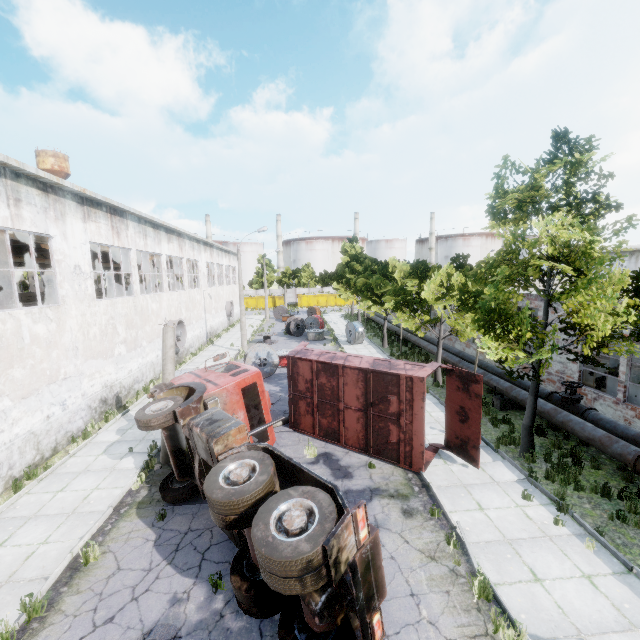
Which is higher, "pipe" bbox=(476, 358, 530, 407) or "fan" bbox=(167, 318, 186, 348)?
"fan" bbox=(167, 318, 186, 348)

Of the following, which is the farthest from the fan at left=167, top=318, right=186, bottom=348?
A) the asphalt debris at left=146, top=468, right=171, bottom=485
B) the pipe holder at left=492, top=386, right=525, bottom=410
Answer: the pipe holder at left=492, top=386, right=525, bottom=410

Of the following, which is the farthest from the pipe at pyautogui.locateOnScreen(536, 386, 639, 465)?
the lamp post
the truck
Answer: the lamp post

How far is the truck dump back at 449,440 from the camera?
9.8m

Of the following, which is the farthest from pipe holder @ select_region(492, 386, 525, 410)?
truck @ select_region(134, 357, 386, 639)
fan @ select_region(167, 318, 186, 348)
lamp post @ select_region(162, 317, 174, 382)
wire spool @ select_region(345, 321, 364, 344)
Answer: fan @ select_region(167, 318, 186, 348)

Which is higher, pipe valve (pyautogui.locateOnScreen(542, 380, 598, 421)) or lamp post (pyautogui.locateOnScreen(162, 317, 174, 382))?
lamp post (pyautogui.locateOnScreen(162, 317, 174, 382))

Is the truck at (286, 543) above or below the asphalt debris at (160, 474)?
above

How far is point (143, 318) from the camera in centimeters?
1872cm
